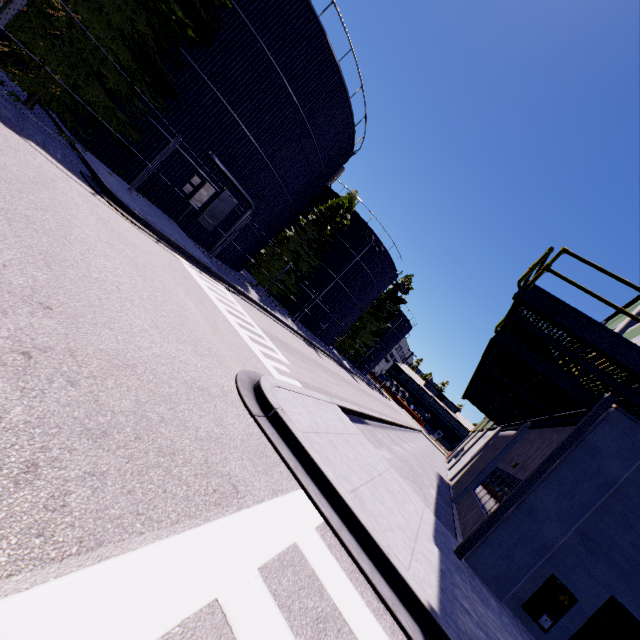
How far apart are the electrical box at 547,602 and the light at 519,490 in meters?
1.4

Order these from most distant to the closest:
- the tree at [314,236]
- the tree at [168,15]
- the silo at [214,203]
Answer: the tree at [314,236] < the silo at [214,203] < the tree at [168,15]

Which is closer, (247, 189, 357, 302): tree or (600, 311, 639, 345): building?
(600, 311, 639, 345): building

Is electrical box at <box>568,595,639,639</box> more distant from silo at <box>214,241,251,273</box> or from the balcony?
silo at <box>214,241,251,273</box>

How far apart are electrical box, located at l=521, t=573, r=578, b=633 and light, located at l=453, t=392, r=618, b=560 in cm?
142

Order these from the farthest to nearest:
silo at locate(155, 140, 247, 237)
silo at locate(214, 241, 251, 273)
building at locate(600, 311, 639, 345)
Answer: silo at locate(214, 241, 251, 273)
silo at locate(155, 140, 247, 237)
building at locate(600, 311, 639, 345)

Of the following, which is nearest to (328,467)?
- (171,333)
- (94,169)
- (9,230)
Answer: (171,333)

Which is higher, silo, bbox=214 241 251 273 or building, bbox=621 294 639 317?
building, bbox=621 294 639 317
